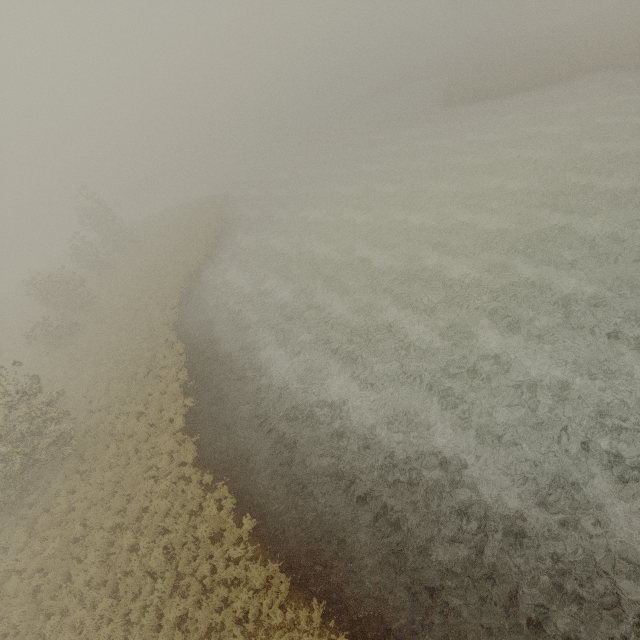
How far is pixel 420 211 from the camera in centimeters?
2506cm
